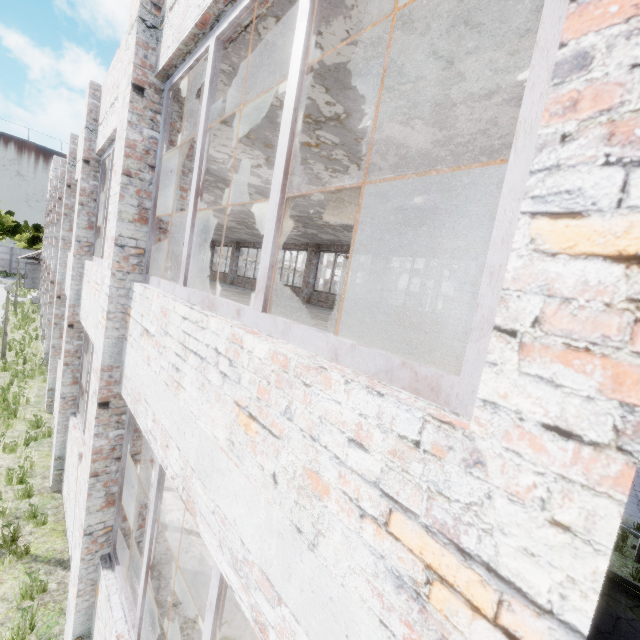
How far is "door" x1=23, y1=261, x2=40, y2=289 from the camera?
27.31m

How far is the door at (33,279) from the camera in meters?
27.3

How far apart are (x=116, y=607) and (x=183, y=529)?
2.1 meters
